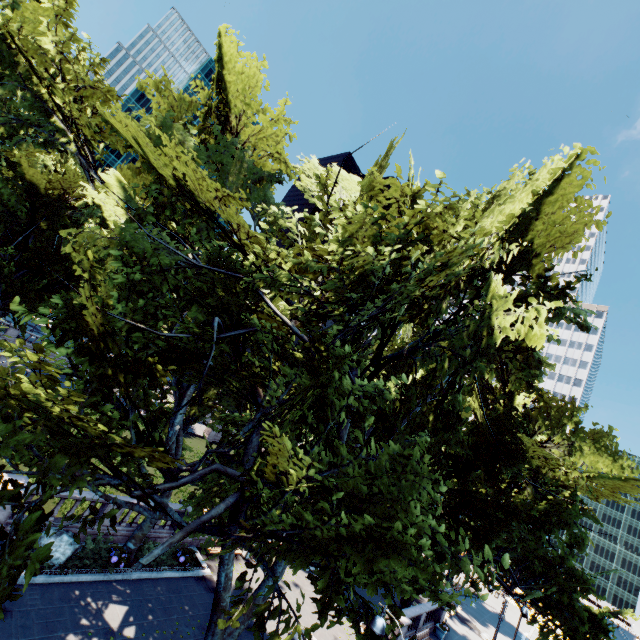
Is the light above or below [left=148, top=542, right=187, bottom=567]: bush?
above

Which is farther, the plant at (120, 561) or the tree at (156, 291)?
the plant at (120, 561)

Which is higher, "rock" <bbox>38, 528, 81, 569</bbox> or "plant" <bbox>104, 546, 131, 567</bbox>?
"rock" <bbox>38, 528, 81, 569</bbox>

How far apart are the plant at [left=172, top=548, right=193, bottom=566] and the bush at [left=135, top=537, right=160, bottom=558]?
0.0m

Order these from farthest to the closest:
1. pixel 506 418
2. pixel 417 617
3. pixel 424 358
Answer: pixel 417 617, pixel 506 418, pixel 424 358

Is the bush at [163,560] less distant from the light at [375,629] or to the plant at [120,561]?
the plant at [120,561]

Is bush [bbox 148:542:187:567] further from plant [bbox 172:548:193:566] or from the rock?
the rock

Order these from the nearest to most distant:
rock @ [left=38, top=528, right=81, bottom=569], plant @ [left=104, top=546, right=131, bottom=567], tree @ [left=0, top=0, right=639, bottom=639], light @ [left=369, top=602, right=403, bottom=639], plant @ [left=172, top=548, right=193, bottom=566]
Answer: tree @ [left=0, top=0, right=639, bottom=639] < light @ [left=369, top=602, right=403, bottom=639] < rock @ [left=38, top=528, right=81, bottom=569] < plant @ [left=104, top=546, right=131, bottom=567] < plant @ [left=172, top=548, right=193, bottom=566]
